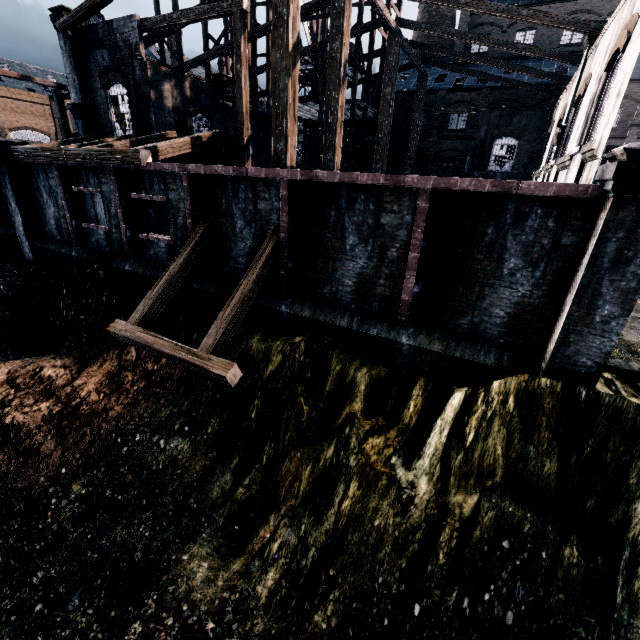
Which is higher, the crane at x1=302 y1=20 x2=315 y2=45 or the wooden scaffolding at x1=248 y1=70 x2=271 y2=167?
the crane at x1=302 y1=20 x2=315 y2=45

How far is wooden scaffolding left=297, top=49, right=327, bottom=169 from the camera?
26.0m

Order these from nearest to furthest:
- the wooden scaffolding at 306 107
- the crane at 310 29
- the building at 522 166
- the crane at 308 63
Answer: the building at 522 166, the wooden scaffolding at 306 107, the crane at 310 29, the crane at 308 63

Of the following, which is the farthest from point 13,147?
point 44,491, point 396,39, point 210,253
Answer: point 396,39

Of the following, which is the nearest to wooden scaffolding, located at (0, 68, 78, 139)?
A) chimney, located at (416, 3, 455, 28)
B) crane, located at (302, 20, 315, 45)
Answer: crane, located at (302, 20, 315, 45)

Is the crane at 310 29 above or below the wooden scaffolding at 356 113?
above

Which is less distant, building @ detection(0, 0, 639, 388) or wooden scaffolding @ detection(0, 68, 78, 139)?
building @ detection(0, 0, 639, 388)
